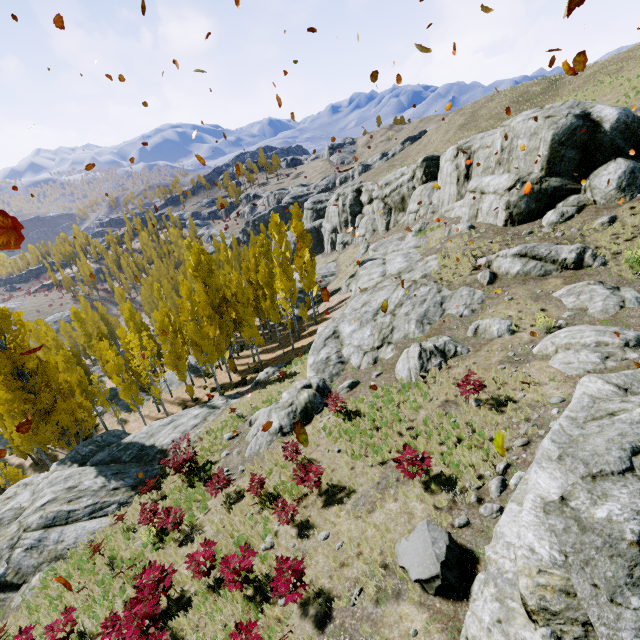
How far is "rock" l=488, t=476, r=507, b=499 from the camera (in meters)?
8.18

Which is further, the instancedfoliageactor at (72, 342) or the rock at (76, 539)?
the instancedfoliageactor at (72, 342)

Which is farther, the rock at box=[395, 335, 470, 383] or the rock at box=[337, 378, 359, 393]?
the rock at box=[337, 378, 359, 393]

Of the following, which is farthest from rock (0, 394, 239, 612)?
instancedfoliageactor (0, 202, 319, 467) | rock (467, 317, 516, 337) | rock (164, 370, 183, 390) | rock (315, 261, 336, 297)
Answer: rock (164, 370, 183, 390)

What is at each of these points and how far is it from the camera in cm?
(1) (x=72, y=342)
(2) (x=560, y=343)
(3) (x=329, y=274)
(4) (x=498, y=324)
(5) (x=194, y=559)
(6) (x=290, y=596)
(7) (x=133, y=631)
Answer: (1) instancedfoliageactor, 5791
(2) rock, 1190
(3) rock, 5228
(4) rock, 1491
(5) instancedfoliageactor, 929
(6) instancedfoliageactor, 730
(7) instancedfoliageactor, 815

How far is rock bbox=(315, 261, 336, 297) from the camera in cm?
5025

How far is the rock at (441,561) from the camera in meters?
6.6

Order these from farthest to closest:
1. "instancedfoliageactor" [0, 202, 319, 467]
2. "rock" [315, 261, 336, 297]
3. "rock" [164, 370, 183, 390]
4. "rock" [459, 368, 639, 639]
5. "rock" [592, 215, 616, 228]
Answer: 1. "rock" [315, 261, 336, 297]
2. "rock" [164, 370, 183, 390]
3. "instancedfoliageactor" [0, 202, 319, 467]
4. "rock" [592, 215, 616, 228]
5. "rock" [459, 368, 639, 639]
